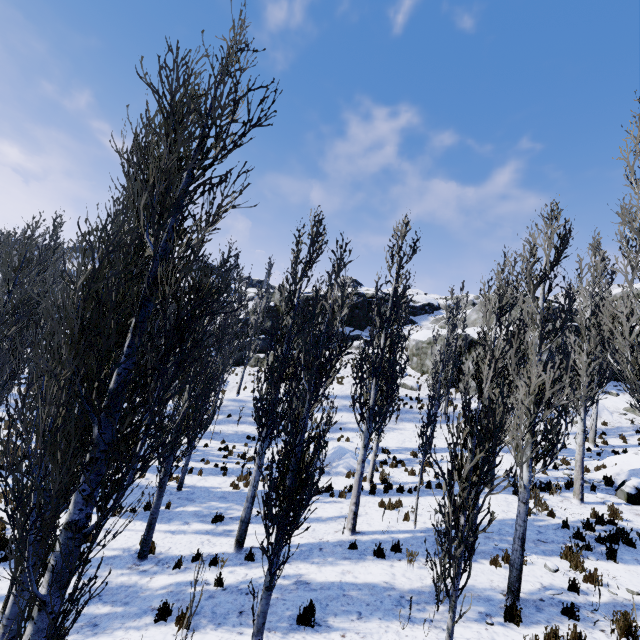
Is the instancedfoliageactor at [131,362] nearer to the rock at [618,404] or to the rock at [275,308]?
the rock at [275,308]

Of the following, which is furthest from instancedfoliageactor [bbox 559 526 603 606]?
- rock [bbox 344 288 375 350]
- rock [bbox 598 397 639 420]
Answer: rock [bbox 598 397 639 420]

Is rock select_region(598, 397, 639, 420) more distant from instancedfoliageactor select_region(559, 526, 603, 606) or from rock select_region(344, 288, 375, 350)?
instancedfoliageactor select_region(559, 526, 603, 606)

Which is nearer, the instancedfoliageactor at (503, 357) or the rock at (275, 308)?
the instancedfoliageactor at (503, 357)

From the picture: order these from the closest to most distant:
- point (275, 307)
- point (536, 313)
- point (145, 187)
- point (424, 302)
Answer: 1. point (145, 187)
2. point (536, 313)
3. point (275, 307)
4. point (424, 302)

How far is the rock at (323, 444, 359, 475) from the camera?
15.91m

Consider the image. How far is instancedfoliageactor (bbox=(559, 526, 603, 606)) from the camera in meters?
7.3 m

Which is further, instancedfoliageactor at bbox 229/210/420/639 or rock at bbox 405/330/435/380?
rock at bbox 405/330/435/380
